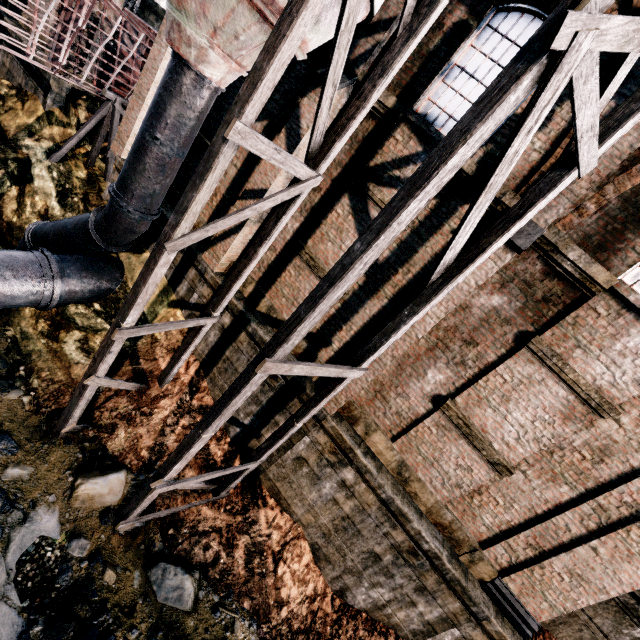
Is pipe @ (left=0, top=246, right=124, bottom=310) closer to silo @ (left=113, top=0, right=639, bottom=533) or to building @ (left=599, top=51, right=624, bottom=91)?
Answer: silo @ (left=113, top=0, right=639, bottom=533)

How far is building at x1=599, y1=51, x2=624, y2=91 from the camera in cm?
611

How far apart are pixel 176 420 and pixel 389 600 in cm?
809

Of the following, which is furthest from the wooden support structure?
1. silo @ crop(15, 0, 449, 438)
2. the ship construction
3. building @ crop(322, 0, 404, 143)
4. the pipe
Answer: the pipe

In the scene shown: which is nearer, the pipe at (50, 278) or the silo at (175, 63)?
the silo at (175, 63)

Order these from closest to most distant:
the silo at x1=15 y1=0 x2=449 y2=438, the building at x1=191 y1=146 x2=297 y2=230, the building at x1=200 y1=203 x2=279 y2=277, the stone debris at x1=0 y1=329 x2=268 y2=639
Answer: the silo at x1=15 y1=0 x2=449 y2=438 → the stone debris at x1=0 y1=329 x2=268 y2=639 → the building at x1=191 y1=146 x2=297 y2=230 → the building at x1=200 y1=203 x2=279 y2=277

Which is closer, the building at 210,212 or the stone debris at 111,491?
the stone debris at 111,491
